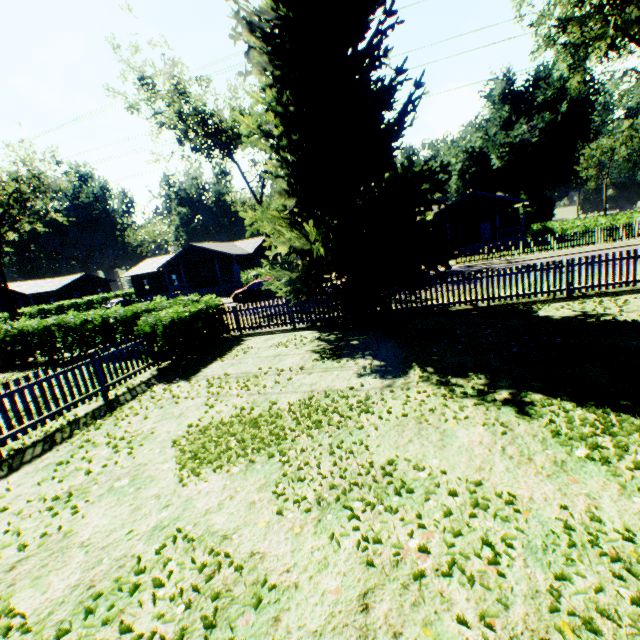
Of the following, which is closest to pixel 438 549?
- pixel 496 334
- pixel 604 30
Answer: pixel 496 334

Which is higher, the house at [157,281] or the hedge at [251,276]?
the hedge at [251,276]

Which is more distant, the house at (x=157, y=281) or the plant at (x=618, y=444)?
the house at (x=157, y=281)

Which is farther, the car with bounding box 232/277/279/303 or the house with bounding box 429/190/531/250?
the house with bounding box 429/190/531/250

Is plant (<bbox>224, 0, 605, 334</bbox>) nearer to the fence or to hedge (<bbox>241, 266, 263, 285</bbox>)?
the fence

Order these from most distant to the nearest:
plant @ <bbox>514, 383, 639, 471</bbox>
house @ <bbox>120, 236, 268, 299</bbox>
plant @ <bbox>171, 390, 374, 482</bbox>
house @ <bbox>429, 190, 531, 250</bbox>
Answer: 1. house @ <bbox>120, 236, 268, 299</bbox>
2. house @ <bbox>429, 190, 531, 250</bbox>
3. plant @ <bbox>171, 390, 374, 482</bbox>
4. plant @ <bbox>514, 383, 639, 471</bbox>

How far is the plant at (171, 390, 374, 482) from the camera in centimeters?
487cm

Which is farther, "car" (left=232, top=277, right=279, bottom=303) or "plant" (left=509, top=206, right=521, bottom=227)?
"plant" (left=509, top=206, right=521, bottom=227)
